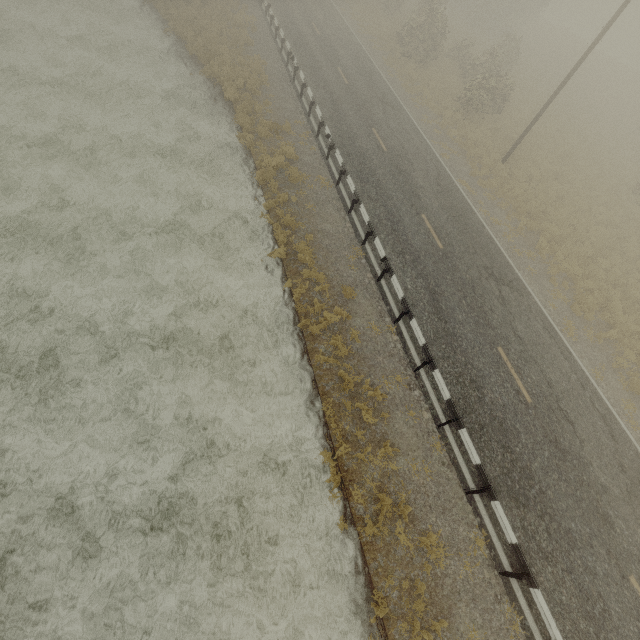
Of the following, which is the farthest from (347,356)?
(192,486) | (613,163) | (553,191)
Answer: (613,163)
